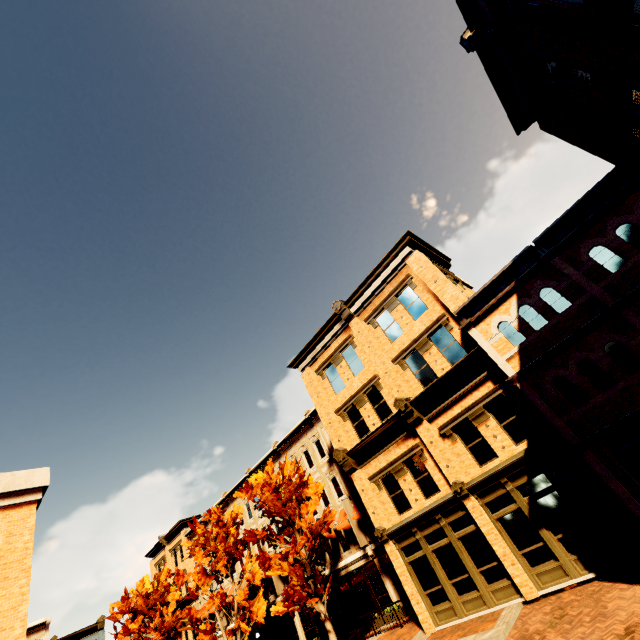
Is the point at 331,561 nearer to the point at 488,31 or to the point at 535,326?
the point at 535,326

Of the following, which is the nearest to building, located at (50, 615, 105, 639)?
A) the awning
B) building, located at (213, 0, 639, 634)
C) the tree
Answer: building, located at (213, 0, 639, 634)

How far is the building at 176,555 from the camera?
36.31m

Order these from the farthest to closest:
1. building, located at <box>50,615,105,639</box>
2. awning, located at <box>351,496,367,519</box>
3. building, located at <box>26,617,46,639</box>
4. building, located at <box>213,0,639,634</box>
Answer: building, located at <box>50,615,105,639</box> < building, located at <box>26,617,46,639</box> < awning, located at <box>351,496,367,519</box> < building, located at <box>213,0,639,634</box>

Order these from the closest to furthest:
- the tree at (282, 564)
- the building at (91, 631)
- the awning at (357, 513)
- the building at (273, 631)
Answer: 1. the tree at (282, 564)
2. the awning at (357, 513)
3. the building at (273, 631)
4. the building at (91, 631)

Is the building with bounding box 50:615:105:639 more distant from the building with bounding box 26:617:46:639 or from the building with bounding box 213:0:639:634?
the building with bounding box 213:0:639:634

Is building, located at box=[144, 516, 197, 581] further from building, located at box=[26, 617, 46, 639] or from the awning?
building, located at box=[26, 617, 46, 639]

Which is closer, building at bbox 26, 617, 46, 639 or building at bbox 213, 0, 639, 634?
building at bbox 213, 0, 639, 634
